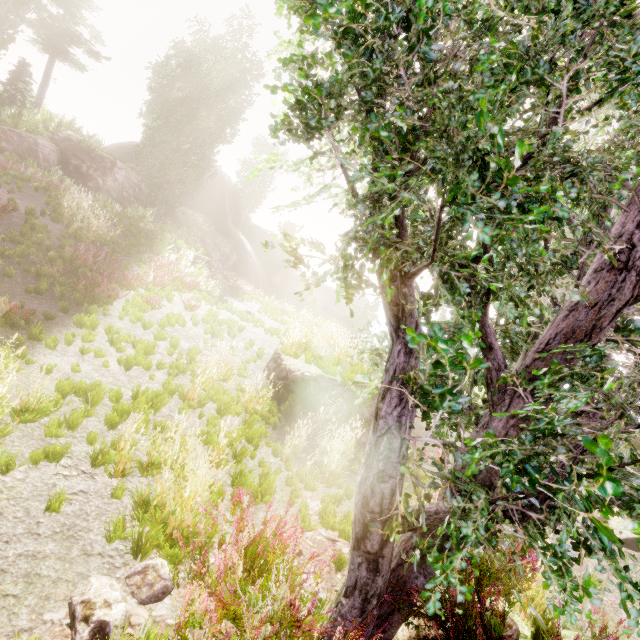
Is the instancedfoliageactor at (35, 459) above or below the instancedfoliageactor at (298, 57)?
below

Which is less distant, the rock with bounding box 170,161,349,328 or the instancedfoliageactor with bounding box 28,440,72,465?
the instancedfoliageactor with bounding box 28,440,72,465

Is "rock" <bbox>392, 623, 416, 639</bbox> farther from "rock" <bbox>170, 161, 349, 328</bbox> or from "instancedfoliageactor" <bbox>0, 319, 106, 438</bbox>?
"rock" <bbox>170, 161, 349, 328</bbox>

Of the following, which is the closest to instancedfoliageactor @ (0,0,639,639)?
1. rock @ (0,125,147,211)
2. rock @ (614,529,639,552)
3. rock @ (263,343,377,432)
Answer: rock @ (0,125,147,211)

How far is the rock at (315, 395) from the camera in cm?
835

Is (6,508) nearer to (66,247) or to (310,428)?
(310,428)

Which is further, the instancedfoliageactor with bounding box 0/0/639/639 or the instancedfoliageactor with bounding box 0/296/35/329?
the instancedfoliageactor with bounding box 0/296/35/329

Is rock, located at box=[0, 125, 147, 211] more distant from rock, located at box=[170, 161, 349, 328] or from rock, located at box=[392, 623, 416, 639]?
rock, located at box=[392, 623, 416, 639]
